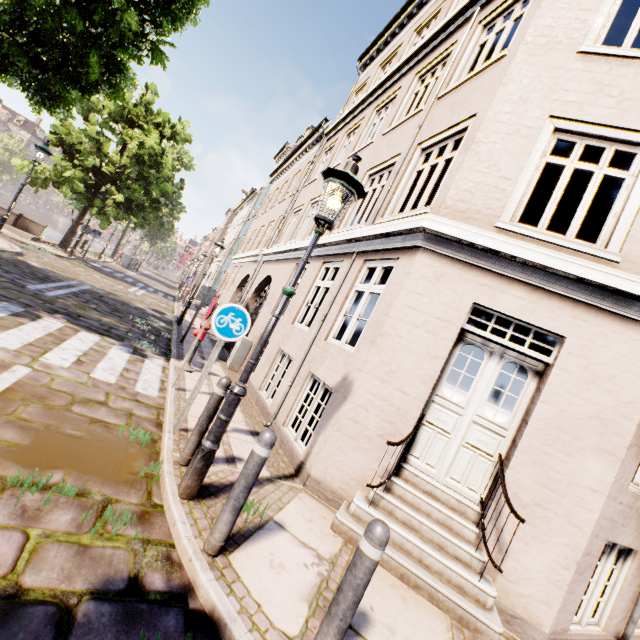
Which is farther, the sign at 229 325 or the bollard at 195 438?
the sign at 229 325

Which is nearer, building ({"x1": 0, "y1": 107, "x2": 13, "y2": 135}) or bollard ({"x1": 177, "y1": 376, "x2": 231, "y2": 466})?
bollard ({"x1": 177, "y1": 376, "x2": 231, "y2": 466})

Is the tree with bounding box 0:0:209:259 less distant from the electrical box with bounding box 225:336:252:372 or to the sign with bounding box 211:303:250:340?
the sign with bounding box 211:303:250:340

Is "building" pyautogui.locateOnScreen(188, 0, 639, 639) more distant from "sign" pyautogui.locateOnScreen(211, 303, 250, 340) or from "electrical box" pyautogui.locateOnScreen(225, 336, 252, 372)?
"sign" pyautogui.locateOnScreen(211, 303, 250, 340)

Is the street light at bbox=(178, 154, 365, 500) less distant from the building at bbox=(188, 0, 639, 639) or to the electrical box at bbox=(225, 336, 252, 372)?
the building at bbox=(188, 0, 639, 639)

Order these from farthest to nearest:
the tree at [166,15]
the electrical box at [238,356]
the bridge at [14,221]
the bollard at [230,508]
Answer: the bridge at [14,221], the electrical box at [238,356], the tree at [166,15], the bollard at [230,508]

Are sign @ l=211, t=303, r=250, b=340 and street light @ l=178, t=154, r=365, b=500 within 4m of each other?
yes

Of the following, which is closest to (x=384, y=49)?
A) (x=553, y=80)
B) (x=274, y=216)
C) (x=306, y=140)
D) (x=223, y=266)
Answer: (x=306, y=140)
